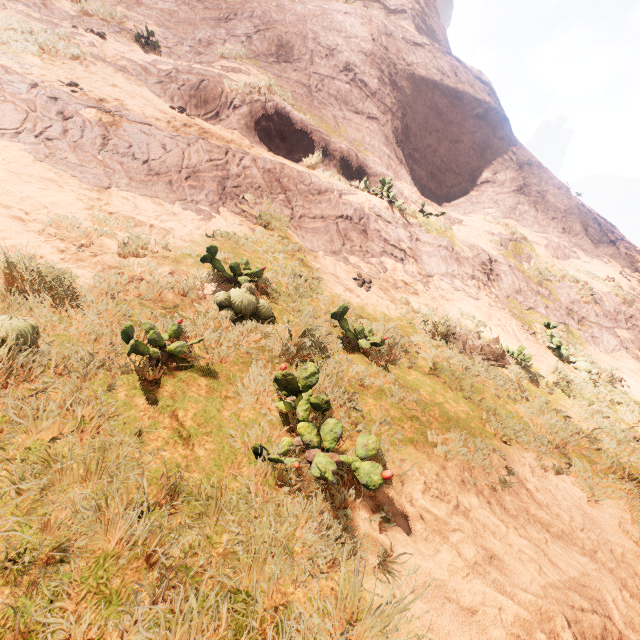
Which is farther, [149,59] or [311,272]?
[149,59]
